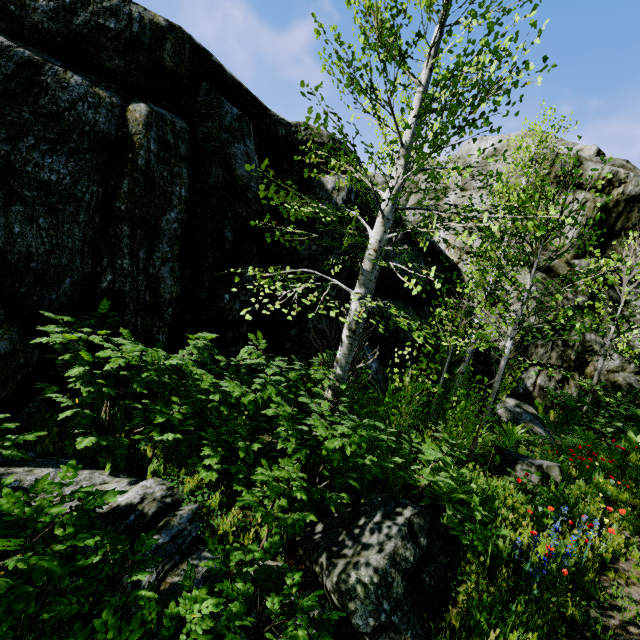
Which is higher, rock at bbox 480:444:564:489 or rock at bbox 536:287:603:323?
rock at bbox 536:287:603:323

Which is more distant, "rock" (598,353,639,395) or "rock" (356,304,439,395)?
"rock" (598,353,639,395)

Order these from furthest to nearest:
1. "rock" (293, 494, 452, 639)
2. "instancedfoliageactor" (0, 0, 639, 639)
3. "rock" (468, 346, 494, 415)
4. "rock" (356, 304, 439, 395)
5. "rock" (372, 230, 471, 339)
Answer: "rock" (372, 230, 471, 339) → "rock" (468, 346, 494, 415) → "rock" (356, 304, 439, 395) → "rock" (293, 494, 452, 639) → "instancedfoliageactor" (0, 0, 639, 639)

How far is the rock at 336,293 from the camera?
7.76m

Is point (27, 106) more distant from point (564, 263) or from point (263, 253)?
point (564, 263)

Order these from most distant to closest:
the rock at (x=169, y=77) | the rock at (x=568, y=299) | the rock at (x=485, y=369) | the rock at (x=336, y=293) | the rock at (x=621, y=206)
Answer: the rock at (x=621, y=206), the rock at (x=568, y=299), the rock at (x=485, y=369), the rock at (x=336, y=293), the rock at (x=169, y=77)
